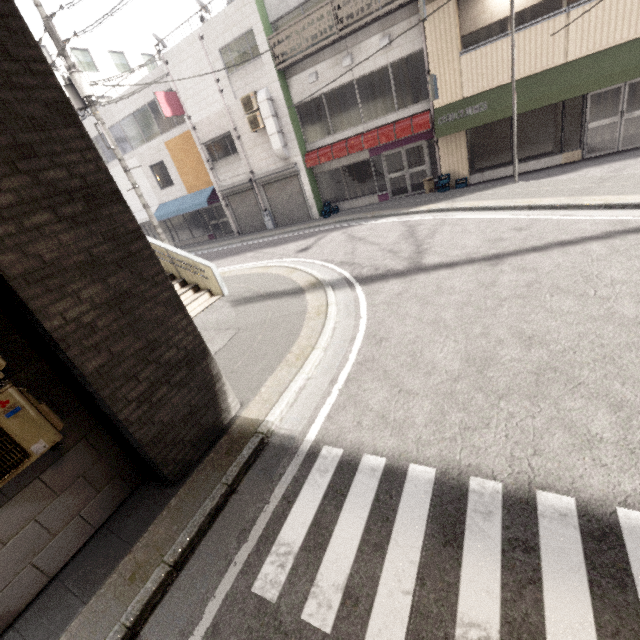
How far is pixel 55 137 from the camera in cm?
299

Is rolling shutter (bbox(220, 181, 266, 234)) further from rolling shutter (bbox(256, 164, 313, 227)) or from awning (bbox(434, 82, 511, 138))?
awning (bbox(434, 82, 511, 138))

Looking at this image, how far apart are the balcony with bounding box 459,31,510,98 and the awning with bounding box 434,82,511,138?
0.0 meters

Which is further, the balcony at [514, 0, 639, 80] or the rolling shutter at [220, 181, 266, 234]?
the rolling shutter at [220, 181, 266, 234]

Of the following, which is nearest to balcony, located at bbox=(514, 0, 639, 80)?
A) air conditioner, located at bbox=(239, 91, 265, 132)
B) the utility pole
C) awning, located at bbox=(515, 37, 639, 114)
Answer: awning, located at bbox=(515, 37, 639, 114)

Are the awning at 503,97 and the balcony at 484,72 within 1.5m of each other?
yes

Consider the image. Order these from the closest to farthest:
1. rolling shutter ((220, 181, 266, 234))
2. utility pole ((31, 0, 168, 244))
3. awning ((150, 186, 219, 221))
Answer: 1. utility pole ((31, 0, 168, 244))
2. rolling shutter ((220, 181, 266, 234))
3. awning ((150, 186, 219, 221))

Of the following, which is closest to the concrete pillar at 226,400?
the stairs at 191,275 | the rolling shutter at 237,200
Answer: the stairs at 191,275
